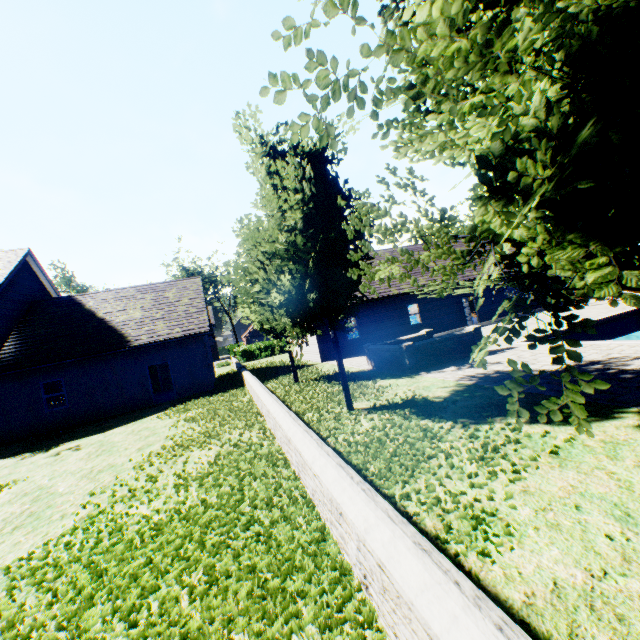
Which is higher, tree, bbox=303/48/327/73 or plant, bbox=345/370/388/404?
tree, bbox=303/48/327/73

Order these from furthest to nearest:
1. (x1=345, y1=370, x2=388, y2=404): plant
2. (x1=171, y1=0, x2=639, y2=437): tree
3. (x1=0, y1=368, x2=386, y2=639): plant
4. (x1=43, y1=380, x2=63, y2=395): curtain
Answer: (x1=43, y1=380, x2=63, y2=395): curtain → (x1=345, y1=370, x2=388, y2=404): plant → (x1=0, y1=368, x2=386, y2=639): plant → (x1=171, y1=0, x2=639, y2=437): tree

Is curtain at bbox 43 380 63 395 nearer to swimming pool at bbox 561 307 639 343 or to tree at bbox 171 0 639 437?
tree at bbox 171 0 639 437

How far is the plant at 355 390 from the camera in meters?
9.4

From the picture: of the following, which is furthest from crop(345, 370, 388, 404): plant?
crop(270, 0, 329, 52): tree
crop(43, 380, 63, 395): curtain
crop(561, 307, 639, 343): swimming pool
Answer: crop(43, 380, 63, 395): curtain

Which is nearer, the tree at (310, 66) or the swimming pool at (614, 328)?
the tree at (310, 66)

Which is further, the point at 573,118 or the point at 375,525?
the point at 375,525
